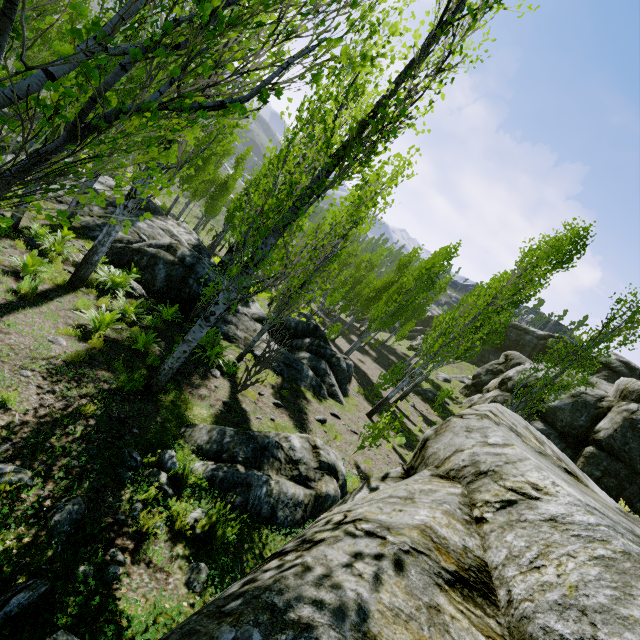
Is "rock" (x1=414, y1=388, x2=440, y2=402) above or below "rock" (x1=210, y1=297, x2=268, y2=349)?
above

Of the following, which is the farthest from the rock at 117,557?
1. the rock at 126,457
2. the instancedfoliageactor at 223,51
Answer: the rock at 126,457

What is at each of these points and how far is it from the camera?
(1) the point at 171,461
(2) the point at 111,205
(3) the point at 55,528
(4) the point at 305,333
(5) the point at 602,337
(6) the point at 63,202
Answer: (1) rock, 4.90m
(2) rock, 15.77m
(3) rock, 3.23m
(4) rock, 15.67m
(5) instancedfoliageactor, 12.38m
(6) rock, 13.78m

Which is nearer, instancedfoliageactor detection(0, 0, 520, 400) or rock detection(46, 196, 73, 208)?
instancedfoliageactor detection(0, 0, 520, 400)

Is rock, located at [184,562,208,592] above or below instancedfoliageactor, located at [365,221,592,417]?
below

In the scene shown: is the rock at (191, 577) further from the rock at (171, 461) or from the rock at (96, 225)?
the rock at (96, 225)

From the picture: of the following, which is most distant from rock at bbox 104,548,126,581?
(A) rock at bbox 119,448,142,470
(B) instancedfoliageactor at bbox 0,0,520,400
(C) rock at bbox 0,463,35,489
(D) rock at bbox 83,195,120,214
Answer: (D) rock at bbox 83,195,120,214
